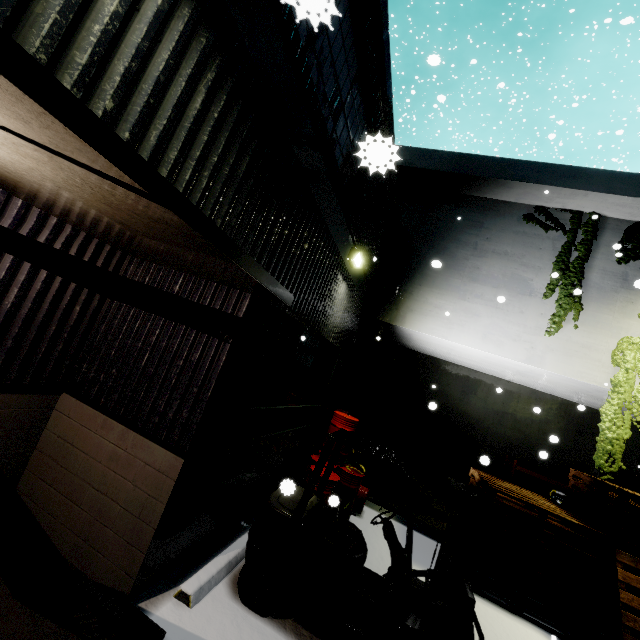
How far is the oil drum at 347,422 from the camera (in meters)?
7.26

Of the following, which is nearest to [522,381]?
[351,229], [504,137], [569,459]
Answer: [569,459]

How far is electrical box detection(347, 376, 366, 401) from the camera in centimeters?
1386cm

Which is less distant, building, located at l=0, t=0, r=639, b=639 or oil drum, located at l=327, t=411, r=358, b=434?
building, located at l=0, t=0, r=639, b=639

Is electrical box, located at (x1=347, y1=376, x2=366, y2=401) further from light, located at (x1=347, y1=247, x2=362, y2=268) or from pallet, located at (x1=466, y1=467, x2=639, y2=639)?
light, located at (x1=347, y1=247, x2=362, y2=268)

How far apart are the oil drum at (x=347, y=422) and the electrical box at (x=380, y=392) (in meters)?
5.51

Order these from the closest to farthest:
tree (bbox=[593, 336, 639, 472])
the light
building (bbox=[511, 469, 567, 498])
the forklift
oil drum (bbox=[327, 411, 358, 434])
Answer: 1. the forklift
2. the light
3. oil drum (bbox=[327, 411, 358, 434])
4. tree (bbox=[593, 336, 639, 472])
5. building (bbox=[511, 469, 567, 498])

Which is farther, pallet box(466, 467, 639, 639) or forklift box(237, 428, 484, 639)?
pallet box(466, 467, 639, 639)
